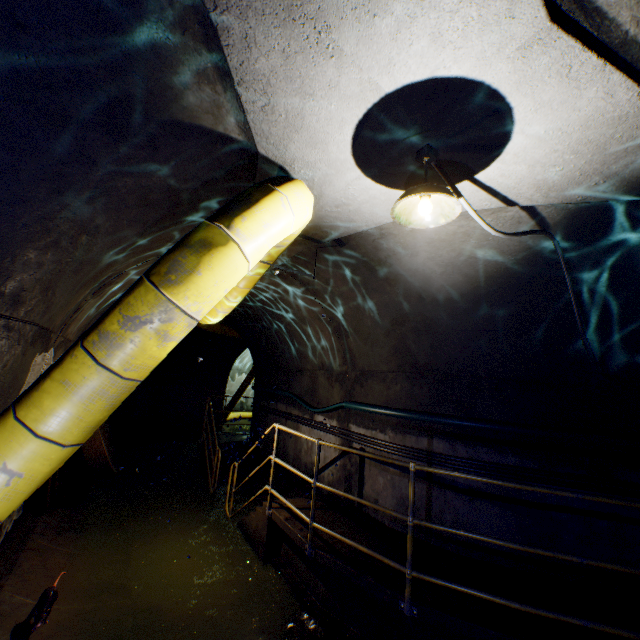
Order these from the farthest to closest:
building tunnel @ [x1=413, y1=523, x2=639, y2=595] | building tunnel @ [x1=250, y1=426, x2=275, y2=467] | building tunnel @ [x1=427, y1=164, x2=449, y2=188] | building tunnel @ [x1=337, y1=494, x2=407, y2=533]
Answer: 1. building tunnel @ [x1=250, y1=426, x2=275, y2=467]
2. building tunnel @ [x1=337, y1=494, x2=407, y2=533]
3. building tunnel @ [x1=413, y1=523, x2=639, y2=595]
4. building tunnel @ [x1=427, y1=164, x2=449, y2=188]

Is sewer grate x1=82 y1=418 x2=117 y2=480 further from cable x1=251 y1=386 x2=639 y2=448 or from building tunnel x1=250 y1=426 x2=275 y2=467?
cable x1=251 y1=386 x2=639 y2=448

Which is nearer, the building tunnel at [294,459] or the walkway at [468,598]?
the walkway at [468,598]

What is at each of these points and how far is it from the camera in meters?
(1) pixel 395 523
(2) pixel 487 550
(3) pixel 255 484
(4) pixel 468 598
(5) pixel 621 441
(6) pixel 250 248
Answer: (1) building tunnel, 4.6
(2) building tunnel, 4.0
(3) building tunnel, 7.9
(4) walkway, 3.2
(5) cable, 3.7
(6) large conduit, 2.0

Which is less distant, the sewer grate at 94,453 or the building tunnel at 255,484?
the sewer grate at 94,453

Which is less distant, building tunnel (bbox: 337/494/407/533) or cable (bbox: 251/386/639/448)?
cable (bbox: 251/386/639/448)

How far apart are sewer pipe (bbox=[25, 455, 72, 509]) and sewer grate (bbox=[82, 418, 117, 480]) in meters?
0.0

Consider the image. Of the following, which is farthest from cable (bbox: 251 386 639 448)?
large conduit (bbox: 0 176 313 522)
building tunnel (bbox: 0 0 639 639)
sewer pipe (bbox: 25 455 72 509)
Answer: sewer pipe (bbox: 25 455 72 509)
